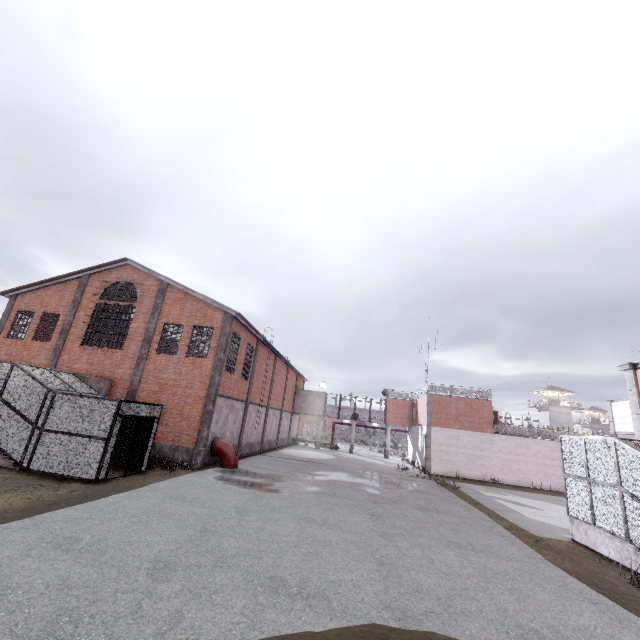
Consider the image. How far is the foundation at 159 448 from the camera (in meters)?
17.77

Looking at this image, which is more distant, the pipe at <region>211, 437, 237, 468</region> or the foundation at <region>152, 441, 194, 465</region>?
the pipe at <region>211, 437, 237, 468</region>

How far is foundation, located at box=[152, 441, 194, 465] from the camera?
17.8 meters

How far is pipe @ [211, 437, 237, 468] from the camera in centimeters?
1851cm

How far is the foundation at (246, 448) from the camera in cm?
2419

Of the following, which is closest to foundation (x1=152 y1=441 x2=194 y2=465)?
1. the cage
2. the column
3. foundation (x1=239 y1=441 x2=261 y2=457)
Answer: the column

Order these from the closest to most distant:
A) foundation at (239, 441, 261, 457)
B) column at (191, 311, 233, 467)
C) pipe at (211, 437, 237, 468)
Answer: column at (191, 311, 233, 467), pipe at (211, 437, 237, 468), foundation at (239, 441, 261, 457)

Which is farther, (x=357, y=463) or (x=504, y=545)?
(x=357, y=463)
